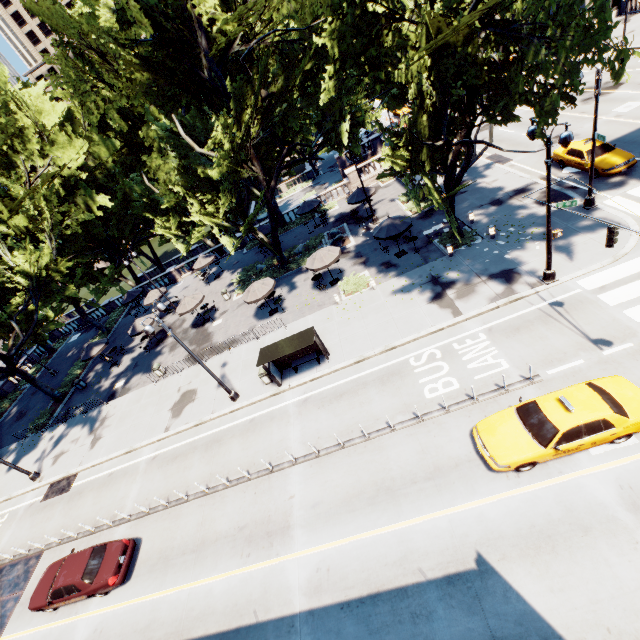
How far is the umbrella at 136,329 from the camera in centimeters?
2814cm

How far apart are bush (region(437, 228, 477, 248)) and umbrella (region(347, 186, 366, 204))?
8.7m

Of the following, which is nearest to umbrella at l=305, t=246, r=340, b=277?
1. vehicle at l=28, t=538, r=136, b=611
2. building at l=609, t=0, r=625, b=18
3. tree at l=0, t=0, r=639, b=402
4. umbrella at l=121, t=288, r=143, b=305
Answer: tree at l=0, t=0, r=639, b=402

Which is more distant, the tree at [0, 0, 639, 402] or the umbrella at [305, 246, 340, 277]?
the umbrella at [305, 246, 340, 277]

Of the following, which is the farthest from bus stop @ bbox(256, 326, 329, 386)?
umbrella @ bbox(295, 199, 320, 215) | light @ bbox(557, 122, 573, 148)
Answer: umbrella @ bbox(295, 199, 320, 215)

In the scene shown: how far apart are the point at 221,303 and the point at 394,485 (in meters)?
23.69

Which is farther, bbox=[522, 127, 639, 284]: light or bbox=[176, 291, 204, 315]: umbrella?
bbox=[176, 291, 204, 315]: umbrella

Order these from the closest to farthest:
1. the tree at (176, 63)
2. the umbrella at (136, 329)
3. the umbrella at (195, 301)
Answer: the tree at (176, 63) < the umbrella at (195, 301) < the umbrella at (136, 329)
